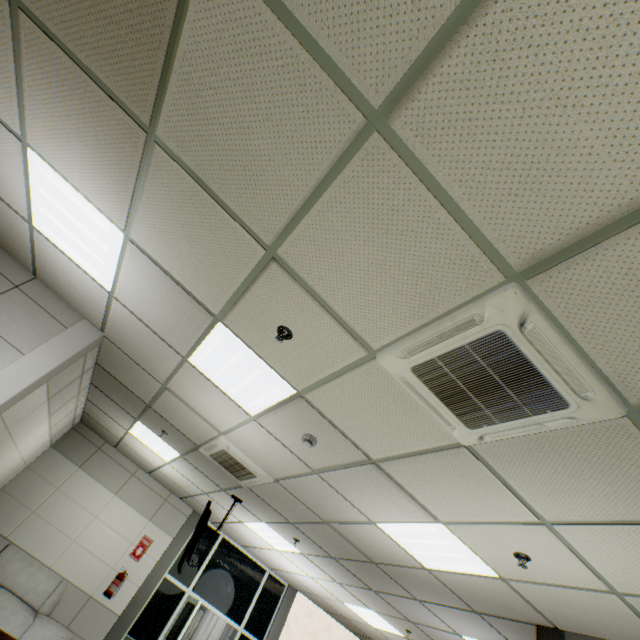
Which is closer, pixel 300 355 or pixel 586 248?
pixel 586 248

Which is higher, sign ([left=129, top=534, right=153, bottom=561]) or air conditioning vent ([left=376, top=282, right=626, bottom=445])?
air conditioning vent ([left=376, top=282, right=626, bottom=445])

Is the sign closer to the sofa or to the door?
the sofa

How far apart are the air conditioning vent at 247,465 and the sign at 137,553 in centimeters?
413cm

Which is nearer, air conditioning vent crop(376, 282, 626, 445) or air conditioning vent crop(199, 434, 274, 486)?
air conditioning vent crop(376, 282, 626, 445)

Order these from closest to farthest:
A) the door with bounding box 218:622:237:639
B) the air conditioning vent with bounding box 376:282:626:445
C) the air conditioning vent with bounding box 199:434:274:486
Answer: the air conditioning vent with bounding box 376:282:626:445 < the air conditioning vent with bounding box 199:434:274:486 < the door with bounding box 218:622:237:639

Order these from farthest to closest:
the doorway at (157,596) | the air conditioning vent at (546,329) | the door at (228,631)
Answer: the door at (228,631) < the doorway at (157,596) < the air conditioning vent at (546,329)

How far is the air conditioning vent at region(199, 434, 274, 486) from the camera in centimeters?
440cm
